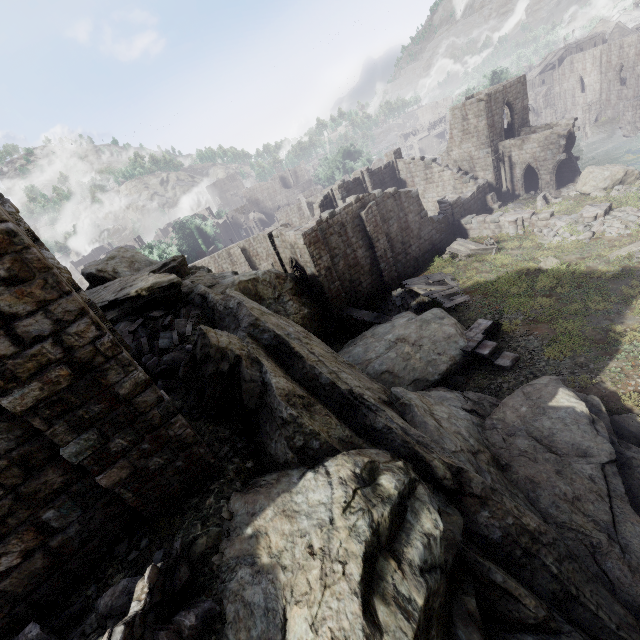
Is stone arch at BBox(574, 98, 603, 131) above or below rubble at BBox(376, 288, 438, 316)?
below

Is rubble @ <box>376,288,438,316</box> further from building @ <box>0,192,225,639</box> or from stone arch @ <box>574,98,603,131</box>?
stone arch @ <box>574,98,603,131</box>

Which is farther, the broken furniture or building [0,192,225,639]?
the broken furniture

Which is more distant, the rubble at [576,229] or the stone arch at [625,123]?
the stone arch at [625,123]

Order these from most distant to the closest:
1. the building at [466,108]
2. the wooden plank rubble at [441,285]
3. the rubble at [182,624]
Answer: the building at [466,108] → the wooden plank rubble at [441,285] → the rubble at [182,624]

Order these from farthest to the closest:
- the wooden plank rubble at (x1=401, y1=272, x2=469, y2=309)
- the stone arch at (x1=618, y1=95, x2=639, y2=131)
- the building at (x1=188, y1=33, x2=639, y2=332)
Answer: the stone arch at (x1=618, y1=95, x2=639, y2=131), the building at (x1=188, y1=33, x2=639, y2=332), the wooden plank rubble at (x1=401, y1=272, x2=469, y2=309)

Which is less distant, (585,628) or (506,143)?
(585,628)

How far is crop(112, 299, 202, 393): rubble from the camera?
9.7 meters
